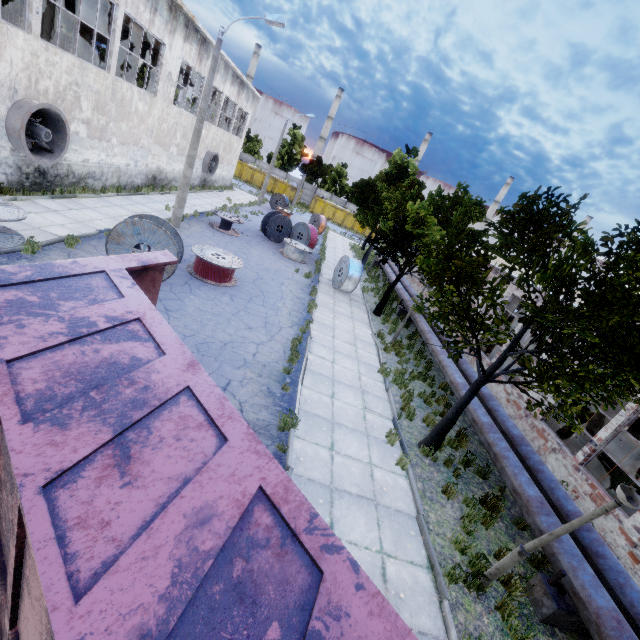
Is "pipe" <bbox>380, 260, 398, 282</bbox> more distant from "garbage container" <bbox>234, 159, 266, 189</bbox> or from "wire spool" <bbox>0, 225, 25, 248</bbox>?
"garbage container" <bbox>234, 159, 266, 189</bbox>

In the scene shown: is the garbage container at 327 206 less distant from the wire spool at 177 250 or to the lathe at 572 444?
the wire spool at 177 250

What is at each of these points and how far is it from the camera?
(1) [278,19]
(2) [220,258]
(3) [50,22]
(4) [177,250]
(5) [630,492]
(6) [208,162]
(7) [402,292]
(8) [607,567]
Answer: (1) lamp post, 13.39m
(2) wire spool, 13.07m
(3) column, 14.30m
(4) wire spool, 10.17m
(5) lamp post, 4.46m
(6) fan, 27.80m
(7) pipe, 20.47m
(8) pipe, 6.09m

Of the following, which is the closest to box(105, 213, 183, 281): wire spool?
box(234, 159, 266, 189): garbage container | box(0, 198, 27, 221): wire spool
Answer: box(0, 198, 27, 221): wire spool

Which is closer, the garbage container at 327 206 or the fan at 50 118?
the fan at 50 118

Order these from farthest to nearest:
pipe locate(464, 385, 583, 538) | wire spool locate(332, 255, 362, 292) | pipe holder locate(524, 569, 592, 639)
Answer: wire spool locate(332, 255, 362, 292), pipe locate(464, 385, 583, 538), pipe holder locate(524, 569, 592, 639)

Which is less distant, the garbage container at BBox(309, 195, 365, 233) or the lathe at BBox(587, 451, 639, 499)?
the lathe at BBox(587, 451, 639, 499)

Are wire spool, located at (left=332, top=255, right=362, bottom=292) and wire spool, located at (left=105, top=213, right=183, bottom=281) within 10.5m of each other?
yes
